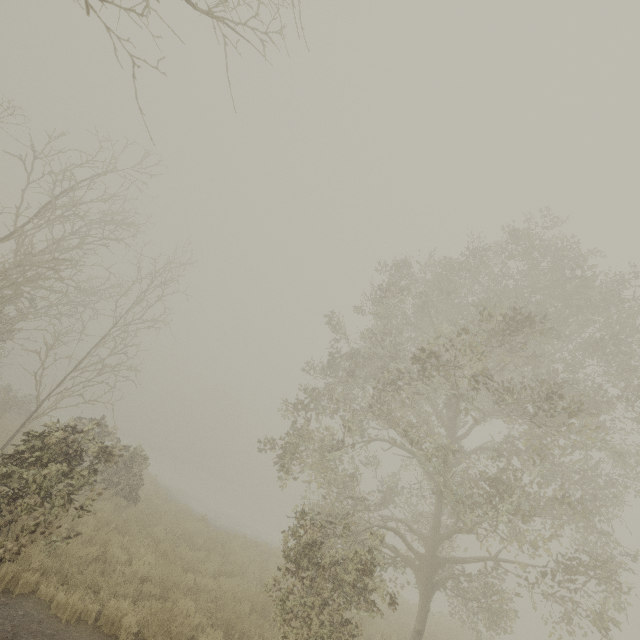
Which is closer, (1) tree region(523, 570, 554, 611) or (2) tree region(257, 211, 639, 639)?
(2) tree region(257, 211, 639, 639)

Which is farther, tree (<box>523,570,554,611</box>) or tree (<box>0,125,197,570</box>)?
tree (<box>523,570,554,611</box>)

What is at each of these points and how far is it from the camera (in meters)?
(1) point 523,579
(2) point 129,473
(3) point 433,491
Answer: (1) tree, 9.34
(2) tree, 14.00
(3) tree, 10.74

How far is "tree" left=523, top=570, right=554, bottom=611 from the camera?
8.43m

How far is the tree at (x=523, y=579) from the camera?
8.4 meters

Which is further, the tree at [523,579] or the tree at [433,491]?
the tree at [523,579]
